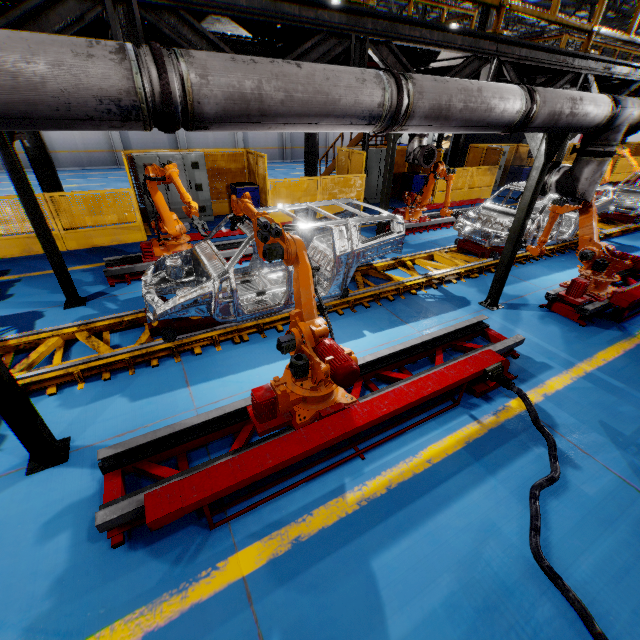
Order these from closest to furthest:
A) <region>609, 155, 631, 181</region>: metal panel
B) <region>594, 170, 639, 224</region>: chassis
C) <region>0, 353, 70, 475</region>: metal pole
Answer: <region>0, 353, 70, 475</region>: metal pole → <region>594, 170, 639, 224</region>: chassis → <region>609, 155, 631, 181</region>: metal panel

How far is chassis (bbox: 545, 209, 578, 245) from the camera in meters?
8.7

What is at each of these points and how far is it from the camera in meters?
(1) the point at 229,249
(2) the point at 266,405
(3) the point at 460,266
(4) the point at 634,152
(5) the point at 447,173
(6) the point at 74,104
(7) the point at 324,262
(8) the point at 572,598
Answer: (1) metal platform, 8.7 m
(2) robot arm, 3.5 m
(3) platform, 8.0 m
(4) metal panel, 22.8 m
(5) robot arm, 9.4 m
(6) vent pipe, 2.0 m
(7) chassis, 6.7 m
(8) cable, 2.6 m

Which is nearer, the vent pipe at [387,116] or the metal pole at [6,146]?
the vent pipe at [387,116]

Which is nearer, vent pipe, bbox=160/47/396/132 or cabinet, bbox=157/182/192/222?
vent pipe, bbox=160/47/396/132

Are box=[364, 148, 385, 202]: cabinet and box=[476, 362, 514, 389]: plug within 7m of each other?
no

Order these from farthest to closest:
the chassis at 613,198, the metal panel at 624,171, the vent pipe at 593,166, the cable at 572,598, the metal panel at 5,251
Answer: the metal panel at 624,171
the chassis at 613,198
the metal panel at 5,251
the vent pipe at 593,166
the cable at 572,598

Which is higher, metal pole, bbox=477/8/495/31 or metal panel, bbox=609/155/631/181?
metal pole, bbox=477/8/495/31
